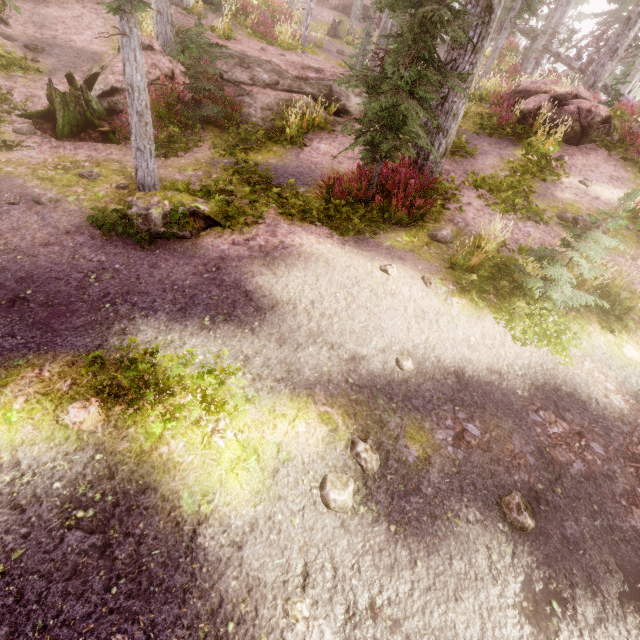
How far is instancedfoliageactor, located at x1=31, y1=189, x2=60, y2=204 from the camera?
6.04m

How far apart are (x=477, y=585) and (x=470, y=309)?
4.57m

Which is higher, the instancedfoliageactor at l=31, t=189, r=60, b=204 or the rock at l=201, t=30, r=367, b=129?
the rock at l=201, t=30, r=367, b=129

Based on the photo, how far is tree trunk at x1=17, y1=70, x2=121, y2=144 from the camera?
8.1 meters

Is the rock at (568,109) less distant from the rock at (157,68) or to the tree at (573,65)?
the rock at (157,68)

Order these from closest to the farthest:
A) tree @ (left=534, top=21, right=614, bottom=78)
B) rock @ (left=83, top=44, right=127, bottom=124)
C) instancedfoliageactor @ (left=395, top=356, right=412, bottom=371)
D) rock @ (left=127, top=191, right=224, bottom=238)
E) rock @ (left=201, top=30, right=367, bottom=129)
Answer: instancedfoliageactor @ (left=395, top=356, right=412, bottom=371) → rock @ (left=127, top=191, right=224, bottom=238) → rock @ (left=83, top=44, right=127, bottom=124) → rock @ (left=201, top=30, right=367, bottom=129) → tree @ (left=534, top=21, right=614, bottom=78)

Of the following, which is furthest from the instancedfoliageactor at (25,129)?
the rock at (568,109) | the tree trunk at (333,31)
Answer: the tree trunk at (333,31)

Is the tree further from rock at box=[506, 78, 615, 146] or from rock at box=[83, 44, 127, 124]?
Result: rock at box=[83, 44, 127, 124]
